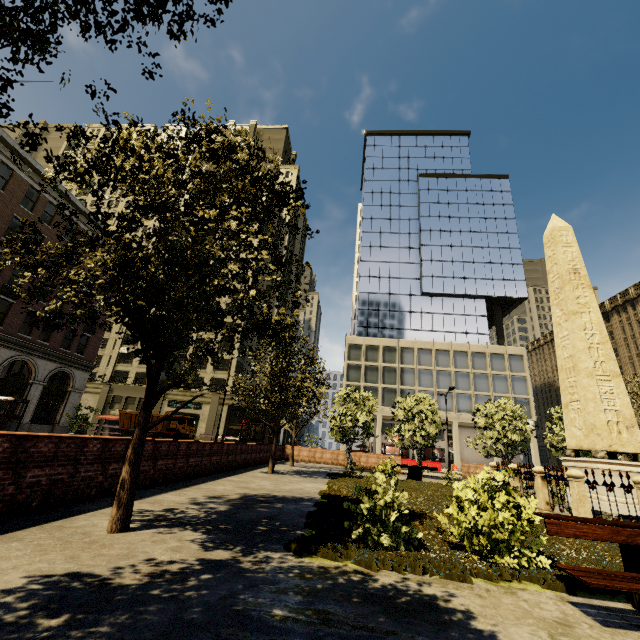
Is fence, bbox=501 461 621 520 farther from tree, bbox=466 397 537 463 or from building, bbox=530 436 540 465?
building, bbox=530 436 540 465

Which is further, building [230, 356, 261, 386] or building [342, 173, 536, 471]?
building [230, 356, 261, 386]

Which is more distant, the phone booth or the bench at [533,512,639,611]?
the phone booth

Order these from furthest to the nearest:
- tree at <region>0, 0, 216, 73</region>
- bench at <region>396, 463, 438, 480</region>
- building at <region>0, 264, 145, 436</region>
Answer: building at <region>0, 264, 145, 436</region>
bench at <region>396, 463, 438, 480</region>
tree at <region>0, 0, 216, 73</region>

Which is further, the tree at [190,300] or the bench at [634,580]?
the tree at [190,300]

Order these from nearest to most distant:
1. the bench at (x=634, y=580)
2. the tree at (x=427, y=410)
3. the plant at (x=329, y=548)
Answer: the bench at (x=634, y=580)
the plant at (x=329, y=548)
the tree at (x=427, y=410)

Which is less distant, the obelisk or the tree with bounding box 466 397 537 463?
the obelisk

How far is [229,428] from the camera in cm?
4331
